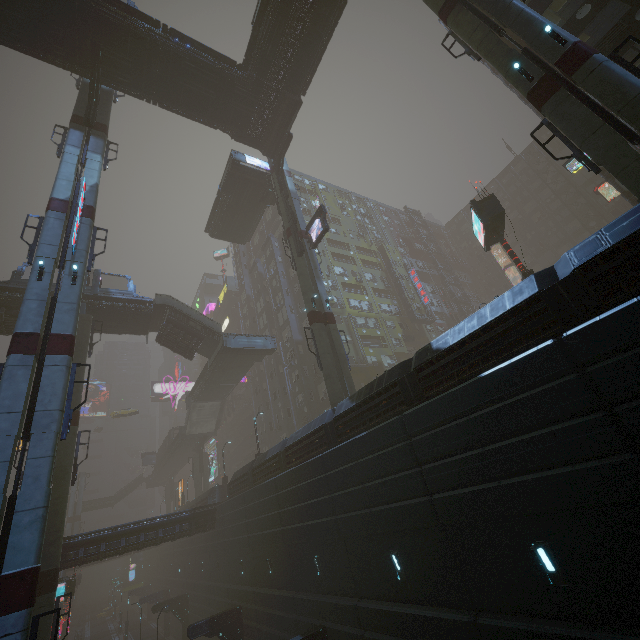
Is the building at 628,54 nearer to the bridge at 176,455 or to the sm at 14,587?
the sm at 14,587

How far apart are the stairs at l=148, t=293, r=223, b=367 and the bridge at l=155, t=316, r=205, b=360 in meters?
0.0

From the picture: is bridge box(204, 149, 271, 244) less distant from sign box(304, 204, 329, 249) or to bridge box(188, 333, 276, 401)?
bridge box(188, 333, 276, 401)

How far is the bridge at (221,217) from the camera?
33.0 meters

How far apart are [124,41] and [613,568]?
36.58m

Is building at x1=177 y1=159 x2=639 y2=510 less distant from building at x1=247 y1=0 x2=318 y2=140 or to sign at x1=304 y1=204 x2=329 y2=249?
sign at x1=304 y1=204 x2=329 y2=249

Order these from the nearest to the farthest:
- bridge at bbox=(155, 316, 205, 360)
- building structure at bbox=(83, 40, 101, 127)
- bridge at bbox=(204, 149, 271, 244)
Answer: building structure at bbox=(83, 40, 101, 127) < bridge at bbox=(155, 316, 205, 360) < bridge at bbox=(204, 149, 271, 244)

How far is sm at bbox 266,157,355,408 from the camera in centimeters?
2189cm
